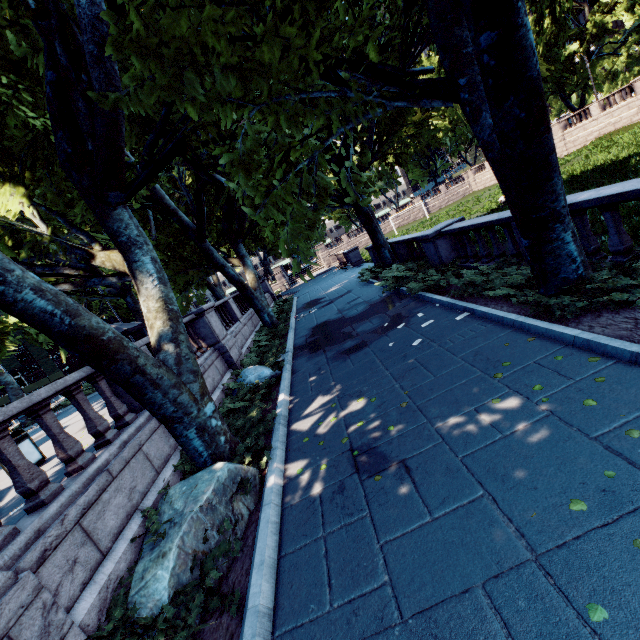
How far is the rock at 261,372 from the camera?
9.7m

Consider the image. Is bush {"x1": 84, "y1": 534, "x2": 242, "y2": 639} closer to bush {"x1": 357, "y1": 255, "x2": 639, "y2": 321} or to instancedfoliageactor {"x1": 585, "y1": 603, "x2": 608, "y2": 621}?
instancedfoliageactor {"x1": 585, "y1": 603, "x2": 608, "y2": 621}

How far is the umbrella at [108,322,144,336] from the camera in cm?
1426

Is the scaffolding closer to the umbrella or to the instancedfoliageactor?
the umbrella

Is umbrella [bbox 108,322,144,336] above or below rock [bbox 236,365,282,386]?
above

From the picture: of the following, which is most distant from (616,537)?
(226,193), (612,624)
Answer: (226,193)

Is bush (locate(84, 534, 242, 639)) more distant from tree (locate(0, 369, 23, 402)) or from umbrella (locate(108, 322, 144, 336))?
umbrella (locate(108, 322, 144, 336))

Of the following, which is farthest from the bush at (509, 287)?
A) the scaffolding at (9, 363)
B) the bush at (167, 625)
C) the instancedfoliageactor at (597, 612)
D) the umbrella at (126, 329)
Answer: the scaffolding at (9, 363)
